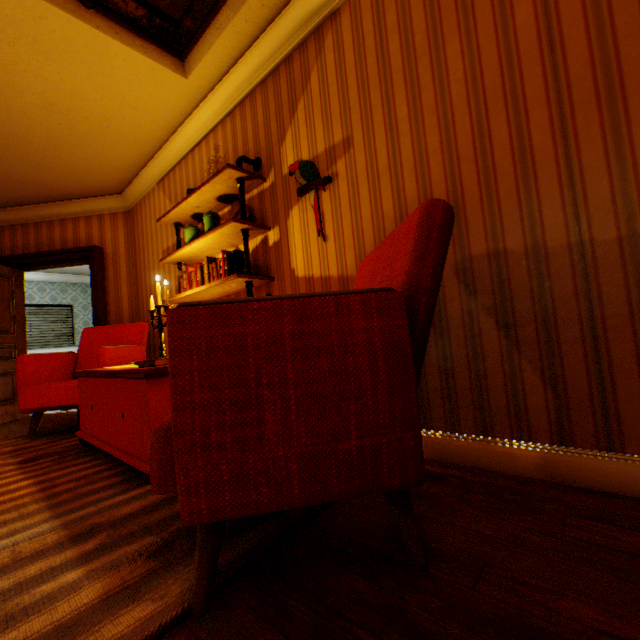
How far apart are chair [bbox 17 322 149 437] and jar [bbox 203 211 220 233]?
1.63m

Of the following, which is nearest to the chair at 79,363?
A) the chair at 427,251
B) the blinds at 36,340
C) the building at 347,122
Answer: the building at 347,122

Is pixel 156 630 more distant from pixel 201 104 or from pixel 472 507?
pixel 201 104

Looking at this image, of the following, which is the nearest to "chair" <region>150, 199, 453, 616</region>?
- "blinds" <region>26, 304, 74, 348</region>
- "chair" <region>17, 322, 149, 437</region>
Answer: "chair" <region>17, 322, 149, 437</region>

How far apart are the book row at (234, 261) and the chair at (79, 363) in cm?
88

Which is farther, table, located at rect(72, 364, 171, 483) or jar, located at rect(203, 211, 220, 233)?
jar, located at rect(203, 211, 220, 233)

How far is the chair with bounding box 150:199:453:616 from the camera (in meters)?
0.85

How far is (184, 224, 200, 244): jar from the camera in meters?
3.1
